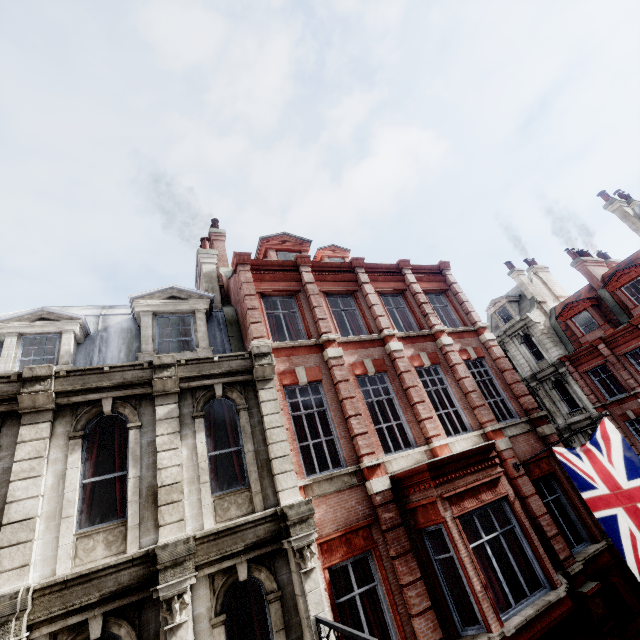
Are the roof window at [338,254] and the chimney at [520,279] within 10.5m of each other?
no

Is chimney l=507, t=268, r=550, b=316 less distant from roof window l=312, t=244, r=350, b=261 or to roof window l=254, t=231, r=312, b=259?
roof window l=312, t=244, r=350, b=261

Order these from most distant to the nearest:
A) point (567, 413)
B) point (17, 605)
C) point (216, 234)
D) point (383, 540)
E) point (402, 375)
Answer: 1. point (567, 413)
2. point (216, 234)
3. point (402, 375)
4. point (383, 540)
5. point (17, 605)

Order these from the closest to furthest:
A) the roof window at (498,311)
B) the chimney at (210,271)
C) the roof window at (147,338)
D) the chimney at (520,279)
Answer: the roof window at (147,338) → the chimney at (210,271) → the chimney at (520,279) → the roof window at (498,311)

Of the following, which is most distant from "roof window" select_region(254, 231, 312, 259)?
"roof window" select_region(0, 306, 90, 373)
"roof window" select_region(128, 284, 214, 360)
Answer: "roof window" select_region(0, 306, 90, 373)

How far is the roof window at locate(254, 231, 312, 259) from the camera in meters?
14.5

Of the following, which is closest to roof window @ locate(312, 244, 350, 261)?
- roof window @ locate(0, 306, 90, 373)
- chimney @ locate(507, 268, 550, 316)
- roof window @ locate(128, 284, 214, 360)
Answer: roof window @ locate(128, 284, 214, 360)

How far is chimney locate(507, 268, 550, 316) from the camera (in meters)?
26.91
